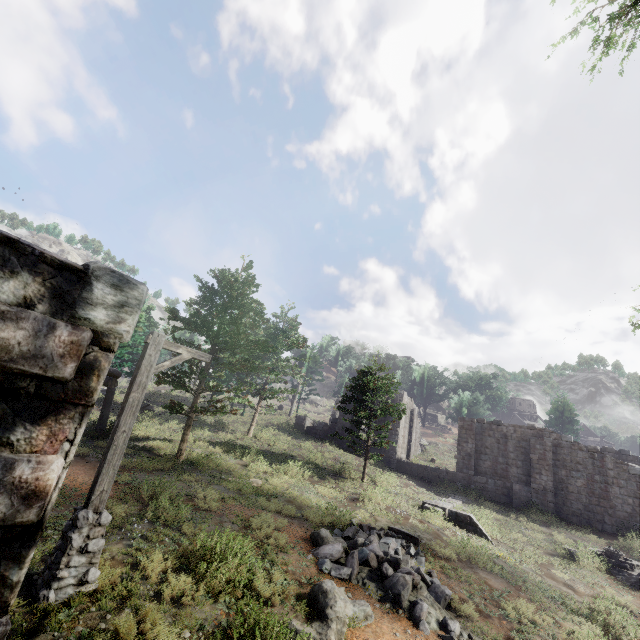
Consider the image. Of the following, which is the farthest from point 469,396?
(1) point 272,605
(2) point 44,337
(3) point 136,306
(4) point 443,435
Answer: (2) point 44,337

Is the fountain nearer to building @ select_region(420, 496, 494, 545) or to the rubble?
building @ select_region(420, 496, 494, 545)

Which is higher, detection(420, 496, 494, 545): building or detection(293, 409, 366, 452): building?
detection(293, 409, 366, 452): building

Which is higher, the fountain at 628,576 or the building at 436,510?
the building at 436,510

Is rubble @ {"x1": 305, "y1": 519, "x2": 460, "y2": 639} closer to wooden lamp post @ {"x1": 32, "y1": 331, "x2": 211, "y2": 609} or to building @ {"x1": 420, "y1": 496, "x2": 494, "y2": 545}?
wooden lamp post @ {"x1": 32, "y1": 331, "x2": 211, "y2": 609}

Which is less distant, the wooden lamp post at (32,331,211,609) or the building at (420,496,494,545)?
the wooden lamp post at (32,331,211,609)

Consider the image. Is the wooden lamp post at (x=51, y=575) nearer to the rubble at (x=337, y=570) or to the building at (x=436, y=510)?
the building at (x=436, y=510)
